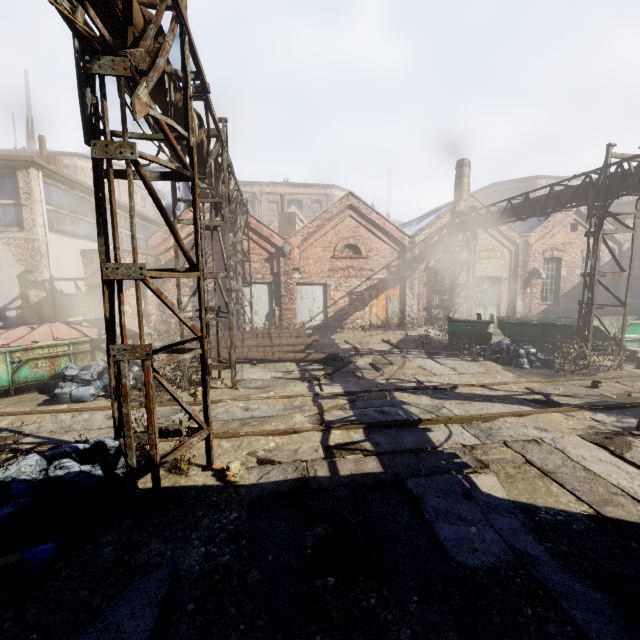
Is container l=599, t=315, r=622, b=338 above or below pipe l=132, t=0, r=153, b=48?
below

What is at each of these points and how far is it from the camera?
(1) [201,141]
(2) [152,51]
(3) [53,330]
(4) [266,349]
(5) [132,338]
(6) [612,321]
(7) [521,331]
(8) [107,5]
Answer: (1) pipe, 6.73m
(2) pipe, 4.05m
(3) trash container, 9.35m
(4) pipe, 12.66m
(5) trash container, 10.34m
(6) container, 14.27m
(7) container, 12.53m
(8) pipe, 3.25m

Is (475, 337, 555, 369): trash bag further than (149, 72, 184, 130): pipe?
Yes

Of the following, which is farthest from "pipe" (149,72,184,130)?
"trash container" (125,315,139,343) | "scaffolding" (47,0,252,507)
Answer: "trash container" (125,315,139,343)

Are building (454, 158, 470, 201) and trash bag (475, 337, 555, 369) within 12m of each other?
yes

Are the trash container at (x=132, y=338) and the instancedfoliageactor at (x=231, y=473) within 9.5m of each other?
yes

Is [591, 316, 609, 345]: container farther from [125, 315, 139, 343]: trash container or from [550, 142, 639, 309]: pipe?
[125, 315, 139, 343]: trash container

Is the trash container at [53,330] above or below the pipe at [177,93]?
below
